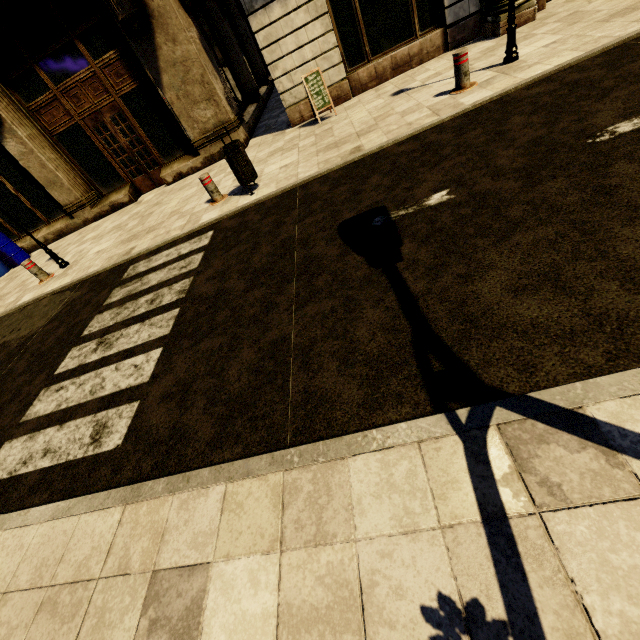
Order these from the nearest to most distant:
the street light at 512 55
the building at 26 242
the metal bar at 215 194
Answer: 1. the street light at 512 55
2. the metal bar at 215 194
3. the building at 26 242

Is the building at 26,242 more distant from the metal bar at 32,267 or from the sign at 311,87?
the metal bar at 32,267

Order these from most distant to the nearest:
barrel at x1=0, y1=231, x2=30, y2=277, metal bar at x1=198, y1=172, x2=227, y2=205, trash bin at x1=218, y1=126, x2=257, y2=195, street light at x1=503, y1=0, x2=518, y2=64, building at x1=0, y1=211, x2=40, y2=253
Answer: building at x1=0, y1=211, x2=40, y2=253 < barrel at x1=0, y1=231, x2=30, y2=277 < metal bar at x1=198, y1=172, x2=227, y2=205 < trash bin at x1=218, y1=126, x2=257, y2=195 < street light at x1=503, y1=0, x2=518, y2=64

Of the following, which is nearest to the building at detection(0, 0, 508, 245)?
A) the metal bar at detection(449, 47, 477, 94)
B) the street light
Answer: the street light

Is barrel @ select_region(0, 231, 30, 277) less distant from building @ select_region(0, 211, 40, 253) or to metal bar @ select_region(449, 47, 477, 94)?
building @ select_region(0, 211, 40, 253)

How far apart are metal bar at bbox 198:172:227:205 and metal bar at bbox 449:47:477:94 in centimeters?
476cm

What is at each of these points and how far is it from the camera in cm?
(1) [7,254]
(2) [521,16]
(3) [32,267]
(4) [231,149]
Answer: (1) barrel, 1042
(2) building, 675
(3) metal bar, 759
(4) trash bin, 563

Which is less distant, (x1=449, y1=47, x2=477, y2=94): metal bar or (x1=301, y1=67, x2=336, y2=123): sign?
(x1=449, y1=47, x2=477, y2=94): metal bar
